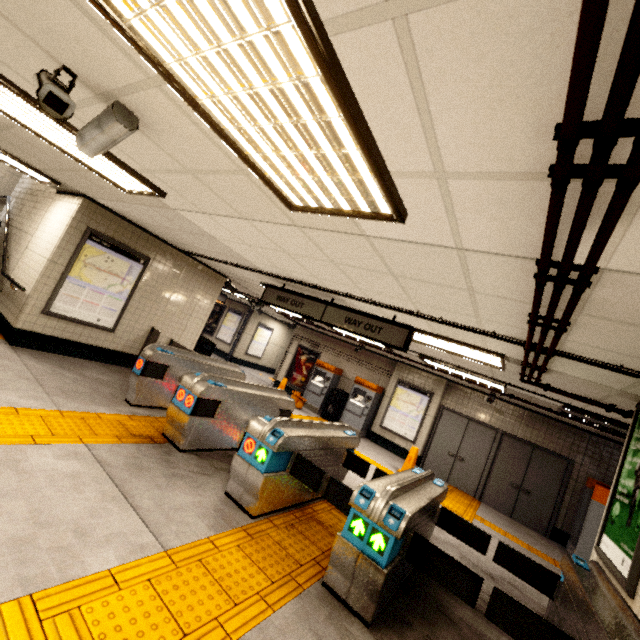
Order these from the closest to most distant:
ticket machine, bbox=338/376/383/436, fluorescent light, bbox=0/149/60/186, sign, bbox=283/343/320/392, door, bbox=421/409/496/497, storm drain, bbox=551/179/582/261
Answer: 1. storm drain, bbox=551/179/582/261
2. fluorescent light, bbox=0/149/60/186
3. door, bbox=421/409/496/497
4. ticket machine, bbox=338/376/383/436
5. sign, bbox=283/343/320/392

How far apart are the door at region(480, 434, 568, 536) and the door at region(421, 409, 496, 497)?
0.1m

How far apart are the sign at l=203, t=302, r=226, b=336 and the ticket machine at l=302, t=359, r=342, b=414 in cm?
696

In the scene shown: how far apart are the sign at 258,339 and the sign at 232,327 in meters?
0.8 m

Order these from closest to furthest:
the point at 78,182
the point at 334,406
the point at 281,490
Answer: the point at 281,490 → the point at 78,182 → the point at 334,406

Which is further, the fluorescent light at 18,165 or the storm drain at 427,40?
the fluorescent light at 18,165

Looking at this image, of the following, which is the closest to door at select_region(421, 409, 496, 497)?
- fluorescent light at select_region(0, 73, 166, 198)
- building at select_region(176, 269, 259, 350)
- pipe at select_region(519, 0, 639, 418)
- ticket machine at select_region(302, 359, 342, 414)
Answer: ticket machine at select_region(302, 359, 342, 414)

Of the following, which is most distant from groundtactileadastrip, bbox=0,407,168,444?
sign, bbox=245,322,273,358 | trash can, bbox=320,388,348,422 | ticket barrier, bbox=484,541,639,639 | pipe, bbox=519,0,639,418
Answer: sign, bbox=245,322,273,358
